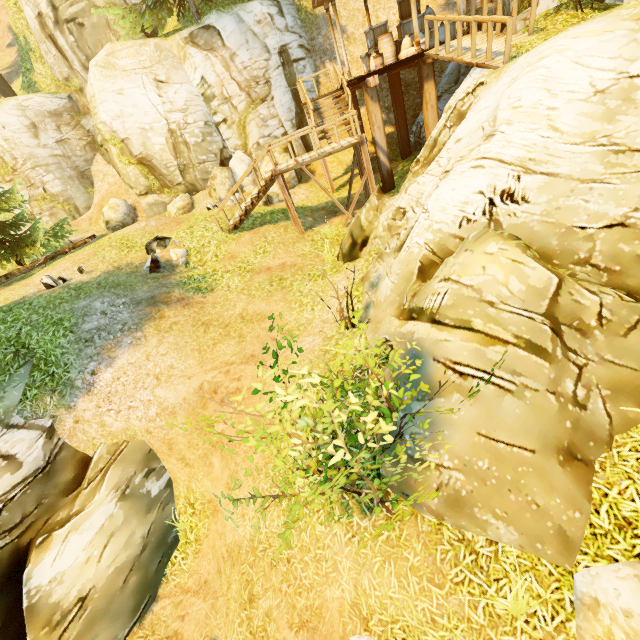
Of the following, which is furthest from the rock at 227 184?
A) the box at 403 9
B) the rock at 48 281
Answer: the rock at 48 281

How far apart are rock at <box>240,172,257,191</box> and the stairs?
3.1 meters

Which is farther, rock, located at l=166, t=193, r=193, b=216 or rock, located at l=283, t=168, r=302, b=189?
rock, located at l=283, t=168, r=302, b=189

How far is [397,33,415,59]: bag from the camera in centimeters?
1356cm

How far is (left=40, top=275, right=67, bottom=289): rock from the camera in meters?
10.5 m

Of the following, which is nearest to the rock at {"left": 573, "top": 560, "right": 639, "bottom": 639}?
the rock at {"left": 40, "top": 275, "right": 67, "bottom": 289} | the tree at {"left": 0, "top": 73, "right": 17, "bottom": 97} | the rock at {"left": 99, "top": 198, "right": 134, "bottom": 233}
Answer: the tree at {"left": 0, "top": 73, "right": 17, "bottom": 97}

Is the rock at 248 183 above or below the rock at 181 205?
below

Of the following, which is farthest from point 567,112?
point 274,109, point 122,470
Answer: point 274,109
